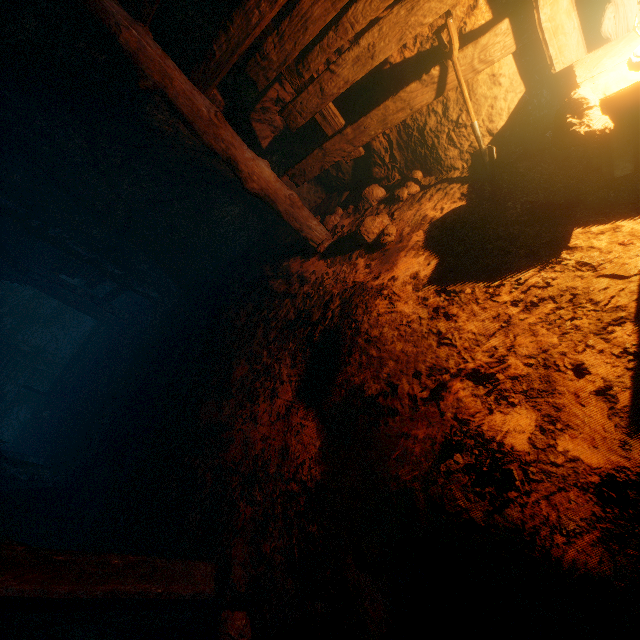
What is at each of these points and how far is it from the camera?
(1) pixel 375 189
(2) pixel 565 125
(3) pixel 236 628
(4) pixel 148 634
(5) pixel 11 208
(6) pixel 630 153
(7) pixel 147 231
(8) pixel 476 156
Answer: (1) instancedfoliageactor, 4.2m
(2) instancedfoliageactor, 2.0m
(3) instancedfoliageactor, 2.2m
(4) instancedfoliageactor, 2.6m
(5) cave, 6.1m
(6) wooden box, 2.1m
(7) z, 6.4m
(8) shovel, 3.0m

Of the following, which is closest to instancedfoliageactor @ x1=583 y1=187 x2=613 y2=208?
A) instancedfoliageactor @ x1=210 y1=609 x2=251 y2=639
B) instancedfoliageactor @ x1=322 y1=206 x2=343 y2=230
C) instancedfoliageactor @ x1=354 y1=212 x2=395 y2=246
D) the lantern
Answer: the lantern

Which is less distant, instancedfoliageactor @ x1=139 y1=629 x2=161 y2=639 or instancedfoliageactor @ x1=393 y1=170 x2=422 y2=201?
instancedfoliageactor @ x1=139 y1=629 x2=161 y2=639

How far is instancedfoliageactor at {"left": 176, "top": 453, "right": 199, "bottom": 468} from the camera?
3.6 meters

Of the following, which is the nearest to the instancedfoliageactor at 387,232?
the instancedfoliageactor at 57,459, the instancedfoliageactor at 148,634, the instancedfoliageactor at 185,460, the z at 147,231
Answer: the z at 147,231

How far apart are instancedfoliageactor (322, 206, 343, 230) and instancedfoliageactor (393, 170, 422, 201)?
0.9m

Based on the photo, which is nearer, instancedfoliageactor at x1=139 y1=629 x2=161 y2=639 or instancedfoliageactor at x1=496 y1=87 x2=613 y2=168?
instancedfoliageactor at x1=496 y1=87 x2=613 y2=168

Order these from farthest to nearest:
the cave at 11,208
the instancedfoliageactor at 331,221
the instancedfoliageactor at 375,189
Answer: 1. the cave at 11,208
2. the instancedfoliageactor at 331,221
3. the instancedfoliageactor at 375,189
